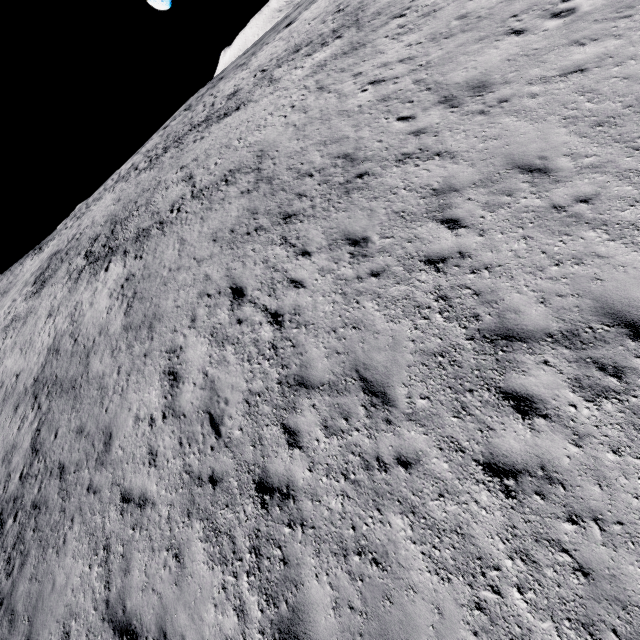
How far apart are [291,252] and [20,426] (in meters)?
13.07
